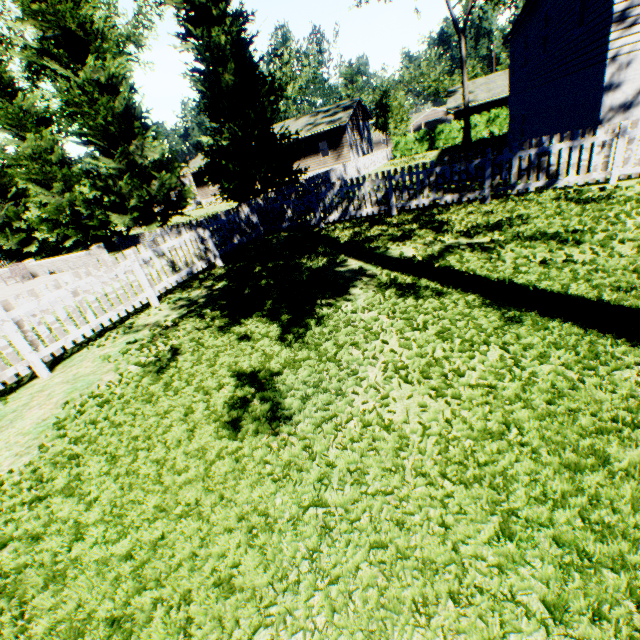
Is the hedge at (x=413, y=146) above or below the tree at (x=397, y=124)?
below

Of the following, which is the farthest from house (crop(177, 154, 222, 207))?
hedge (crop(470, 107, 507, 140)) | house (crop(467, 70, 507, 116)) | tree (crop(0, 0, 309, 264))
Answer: house (crop(467, 70, 507, 116))

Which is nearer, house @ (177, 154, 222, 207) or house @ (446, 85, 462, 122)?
house @ (446, 85, 462, 122)

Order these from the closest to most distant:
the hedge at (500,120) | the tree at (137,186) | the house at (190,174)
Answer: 1. the tree at (137,186)
2. the hedge at (500,120)
3. the house at (190,174)

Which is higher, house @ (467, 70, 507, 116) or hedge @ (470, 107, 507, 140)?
house @ (467, 70, 507, 116)

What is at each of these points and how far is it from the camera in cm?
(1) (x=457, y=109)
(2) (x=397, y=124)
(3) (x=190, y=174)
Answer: (1) house, 3203
(2) tree, 4075
(3) house, 5003

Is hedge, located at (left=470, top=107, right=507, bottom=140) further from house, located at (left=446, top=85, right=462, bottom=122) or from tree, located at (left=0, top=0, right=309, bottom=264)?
house, located at (left=446, top=85, right=462, bottom=122)

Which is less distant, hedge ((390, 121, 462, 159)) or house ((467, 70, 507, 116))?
hedge ((390, 121, 462, 159))
